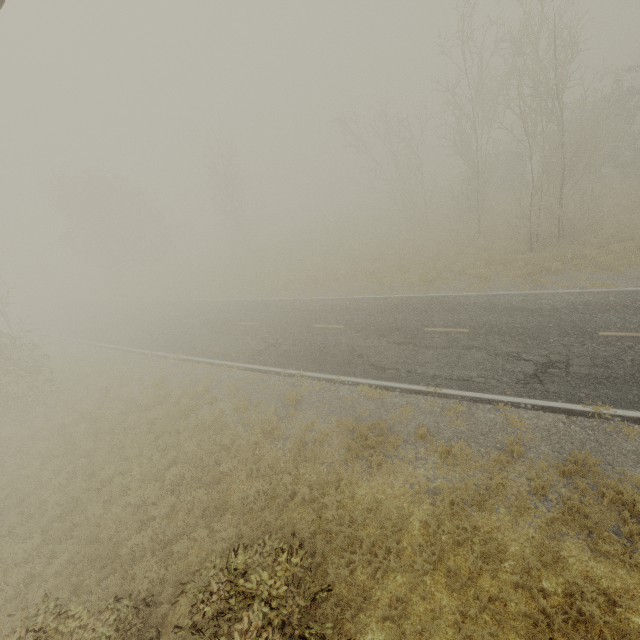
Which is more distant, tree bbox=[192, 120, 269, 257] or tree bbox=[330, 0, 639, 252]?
tree bbox=[192, 120, 269, 257]

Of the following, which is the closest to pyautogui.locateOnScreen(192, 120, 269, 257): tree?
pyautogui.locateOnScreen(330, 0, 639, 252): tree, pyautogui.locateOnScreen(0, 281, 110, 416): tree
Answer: pyautogui.locateOnScreen(330, 0, 639, 252): tree

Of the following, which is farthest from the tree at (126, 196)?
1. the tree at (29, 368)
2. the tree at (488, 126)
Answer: the tree at (488, 126)

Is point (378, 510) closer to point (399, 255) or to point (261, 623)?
point (261, 623)

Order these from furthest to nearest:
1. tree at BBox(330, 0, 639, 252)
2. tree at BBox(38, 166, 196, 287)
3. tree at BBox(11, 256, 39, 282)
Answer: tree at BBox(11, 256, 39, 282), tree at BBox(38, 166, 196, 287), tree at BBox(330, 0, 639, 252)

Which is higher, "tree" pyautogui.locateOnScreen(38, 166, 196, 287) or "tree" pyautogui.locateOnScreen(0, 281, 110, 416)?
"tree" pyautogui.locateOnScreen(38, 166, 196, 287)

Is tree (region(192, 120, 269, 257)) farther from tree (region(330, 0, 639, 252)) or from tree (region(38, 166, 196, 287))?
tree (region(38, 166, 196, 287))
